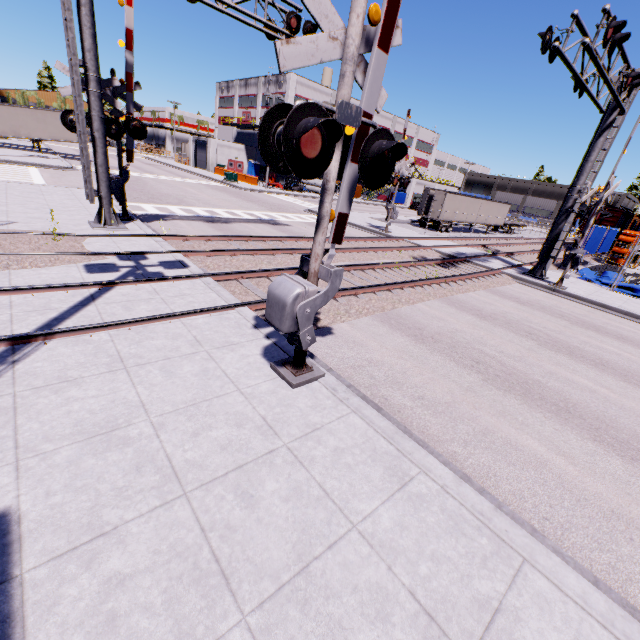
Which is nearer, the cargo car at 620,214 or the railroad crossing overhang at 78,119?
the railroad crossing overhang at 78,119

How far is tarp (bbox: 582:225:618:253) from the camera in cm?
2092

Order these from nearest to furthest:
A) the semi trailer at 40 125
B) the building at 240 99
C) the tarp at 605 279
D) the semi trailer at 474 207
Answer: the tarp at 605 279
the semi trailer at 40 125
the semi trailer at 474 207
the building at 240 99

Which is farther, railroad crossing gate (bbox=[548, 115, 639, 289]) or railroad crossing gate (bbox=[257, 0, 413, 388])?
railroad crossing gate (bbox=[548, 115, 639, 289])

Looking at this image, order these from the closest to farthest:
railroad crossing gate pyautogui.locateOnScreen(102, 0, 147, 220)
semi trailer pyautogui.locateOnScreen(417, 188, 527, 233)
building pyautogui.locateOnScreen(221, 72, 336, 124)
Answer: railroad crossing gate pyautogui.locateOnScreen(102, 0, 147, 220), semi trailer pyautogui.locateOnScreen(417, 188, 527, 233), building pyautogui.locateOnScreen(221, 72, 336, 124)

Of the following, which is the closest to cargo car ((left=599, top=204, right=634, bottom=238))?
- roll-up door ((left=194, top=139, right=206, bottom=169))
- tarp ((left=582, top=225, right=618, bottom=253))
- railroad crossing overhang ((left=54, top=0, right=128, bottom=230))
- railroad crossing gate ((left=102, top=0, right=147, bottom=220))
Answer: tarp ((left=582, top=225, right=618, bottom=253))

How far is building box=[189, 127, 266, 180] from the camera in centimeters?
5068cm

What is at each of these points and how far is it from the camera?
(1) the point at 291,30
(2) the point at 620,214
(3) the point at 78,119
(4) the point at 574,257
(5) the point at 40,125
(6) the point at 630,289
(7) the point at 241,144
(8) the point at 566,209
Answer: (1) railroad crossing overhang, 12.4m
(2) cargo car, 34.7m
(3) railroad crossing overhang, 10.5m
(4) railroad crossing gate, 15.2m
(5) semi trailer, 31.6m
(6) tarp, 18.2m
(7) building, 52.6m
(8) railroad crossing overhang, 16.0m
